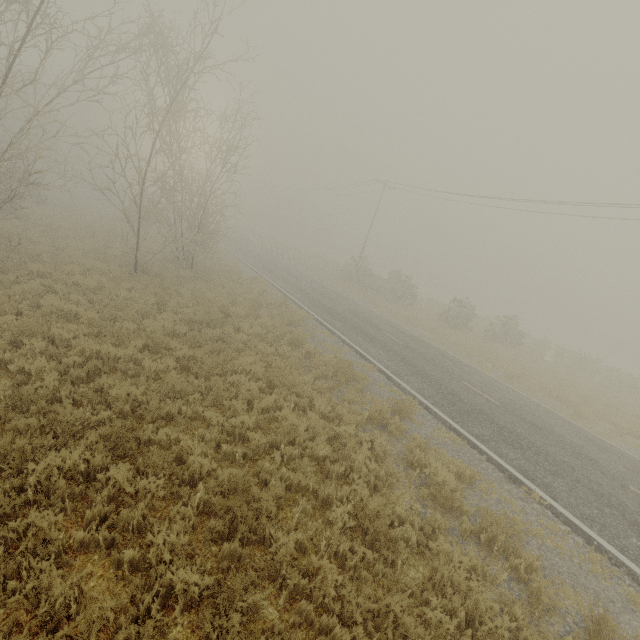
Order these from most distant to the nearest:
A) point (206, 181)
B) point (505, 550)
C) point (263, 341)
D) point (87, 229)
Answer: point (87, 229), point (206, 181), point (263, 341), point (505, 550)
